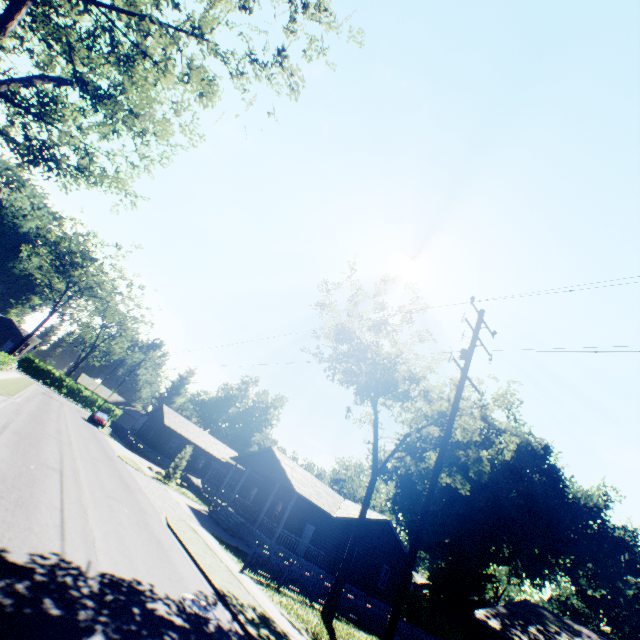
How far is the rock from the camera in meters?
33.0 m

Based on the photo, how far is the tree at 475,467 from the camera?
18.33m

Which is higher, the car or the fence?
the car

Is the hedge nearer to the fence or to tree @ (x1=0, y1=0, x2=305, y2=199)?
the fence

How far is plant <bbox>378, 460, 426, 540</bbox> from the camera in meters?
38.0 m

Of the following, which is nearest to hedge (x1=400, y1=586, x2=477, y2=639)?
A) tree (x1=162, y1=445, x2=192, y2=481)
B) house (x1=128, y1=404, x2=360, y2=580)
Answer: house (x1=128, y1=404, x2=360, y2=580)

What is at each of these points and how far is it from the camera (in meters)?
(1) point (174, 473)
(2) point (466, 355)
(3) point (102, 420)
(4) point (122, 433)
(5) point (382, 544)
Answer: (1) tree, 29.62
(2) power line pole, 11.16
(3) car, 42.22
(4) fence, 44.84
(5) house, 27.80

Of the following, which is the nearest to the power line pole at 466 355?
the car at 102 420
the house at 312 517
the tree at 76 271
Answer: the house at 312 517
